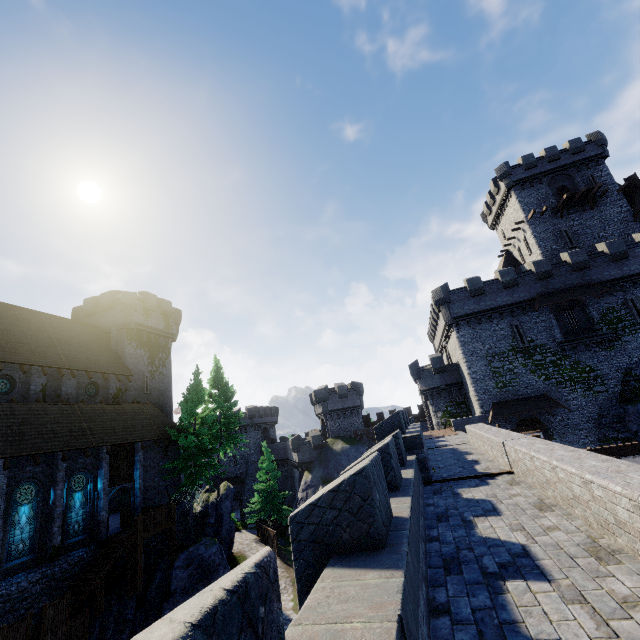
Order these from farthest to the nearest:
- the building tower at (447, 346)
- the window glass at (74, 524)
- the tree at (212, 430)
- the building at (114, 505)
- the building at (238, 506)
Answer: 1. the building at (238, 506)
2. the building at (114, 505)
3. the building tower at (447, 346)
4. the tree at (212, 430)
5. the window glass at (74, 524)

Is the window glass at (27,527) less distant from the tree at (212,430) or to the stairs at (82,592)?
the stairs at (82,592)

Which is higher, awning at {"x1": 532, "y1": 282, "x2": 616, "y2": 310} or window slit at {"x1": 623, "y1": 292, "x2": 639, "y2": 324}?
awning at {"x1": 532, "y1": 282, "x2": 616, "y2": 310}

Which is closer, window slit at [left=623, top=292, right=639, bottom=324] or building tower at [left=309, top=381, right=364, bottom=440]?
window slit at [left=623, top=292, right=639, bottom=324]

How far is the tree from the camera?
25.7 meters

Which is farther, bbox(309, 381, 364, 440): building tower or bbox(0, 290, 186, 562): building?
bbox(309, 381, 364, 440): building tower

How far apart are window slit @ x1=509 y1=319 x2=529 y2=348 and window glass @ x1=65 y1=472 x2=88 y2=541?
35.6 meters

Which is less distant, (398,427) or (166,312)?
(398,427)
